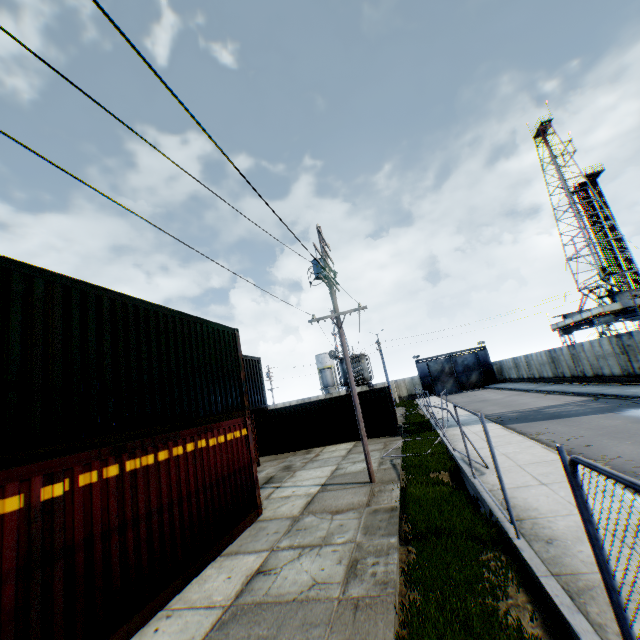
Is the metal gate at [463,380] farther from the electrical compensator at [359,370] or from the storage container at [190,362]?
the storage container at [190,362]

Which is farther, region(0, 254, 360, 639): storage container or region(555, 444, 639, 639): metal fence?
region(0, 254, 360, 639): storage container

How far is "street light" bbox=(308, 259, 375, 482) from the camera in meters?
11.2 m

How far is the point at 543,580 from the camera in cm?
460

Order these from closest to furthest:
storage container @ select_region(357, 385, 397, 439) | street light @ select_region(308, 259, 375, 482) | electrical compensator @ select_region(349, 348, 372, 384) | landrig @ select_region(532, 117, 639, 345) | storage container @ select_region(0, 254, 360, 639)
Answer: storage container @ select_region(0, 254, 360, 639) → street light @ select_region(308, 259, 375, 482) → storage container @ select_region(357, 385, 397, 439) → electrical compensator @ select_region(349, 348, 372, 384) → landrig @ select_region(532, 117, 639, 345)

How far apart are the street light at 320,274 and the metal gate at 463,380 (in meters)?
42.53

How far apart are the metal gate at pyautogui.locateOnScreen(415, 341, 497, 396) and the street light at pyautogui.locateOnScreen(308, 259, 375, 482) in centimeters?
4253cm

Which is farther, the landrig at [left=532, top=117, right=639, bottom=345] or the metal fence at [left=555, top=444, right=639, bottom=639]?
the landrig at [left=532, top=117, right=639, bottom=345]
